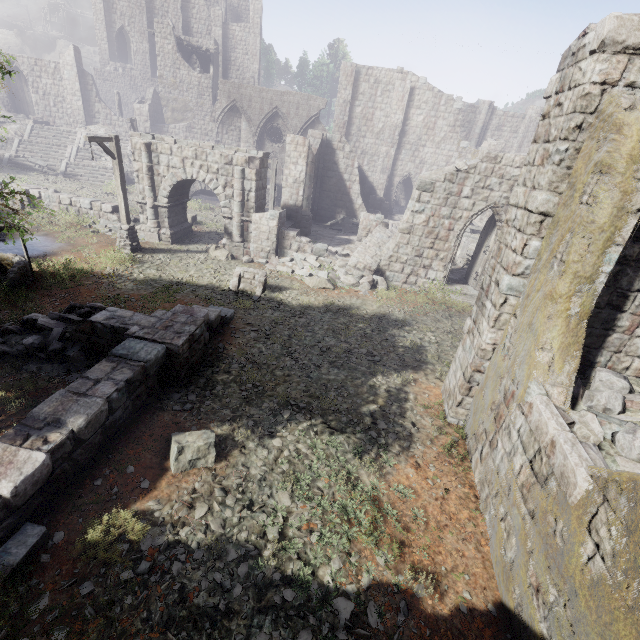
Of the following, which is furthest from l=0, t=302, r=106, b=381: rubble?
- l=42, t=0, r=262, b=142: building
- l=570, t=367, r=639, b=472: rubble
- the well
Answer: l=42, t=0, r=262, b=142: building

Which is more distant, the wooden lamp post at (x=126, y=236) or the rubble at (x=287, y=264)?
the rubble at (x=287, y=264)

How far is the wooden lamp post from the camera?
12.5 meters

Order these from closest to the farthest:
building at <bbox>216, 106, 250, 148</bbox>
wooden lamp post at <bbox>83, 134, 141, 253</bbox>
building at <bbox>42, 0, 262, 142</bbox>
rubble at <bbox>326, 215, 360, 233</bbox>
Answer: wooden lamp post at <bbox>83, 134, 141, 253</bbox>, rubble at <bbox>326, 215, 360, 233</bbox>, building at <bbox>216, 106, 250, 148</bbox>, building at <bbox>42, 0, 262, 142</bbox>

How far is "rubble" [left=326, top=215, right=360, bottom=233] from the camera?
23.25m

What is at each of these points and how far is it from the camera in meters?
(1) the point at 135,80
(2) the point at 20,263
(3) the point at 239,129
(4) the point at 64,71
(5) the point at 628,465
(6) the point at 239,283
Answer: (1) building base, 41.2 m
(2) well, 10.6 m
(3) building, 31.9 m
(4) building, 27.8 m
(5) rubble, 4.4 m
(6) building, 13.0 m

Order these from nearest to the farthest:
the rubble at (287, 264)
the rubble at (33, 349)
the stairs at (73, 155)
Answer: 1. the rubble at (33, 349)
2. the rubble at (287, 264)
3. the stairs at (73, 155)

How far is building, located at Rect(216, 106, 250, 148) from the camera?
31.3m
